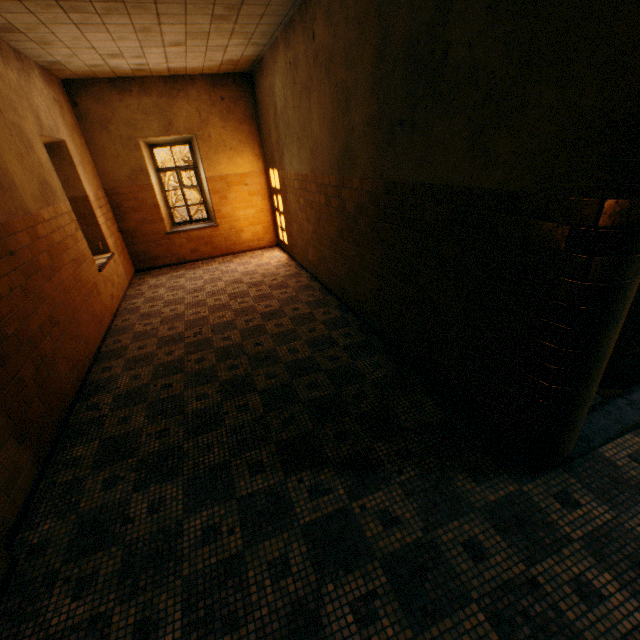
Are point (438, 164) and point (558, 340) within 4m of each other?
yes
